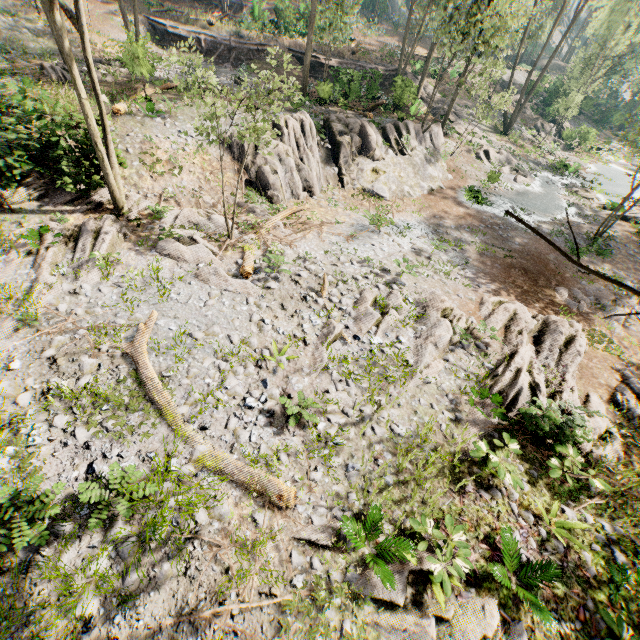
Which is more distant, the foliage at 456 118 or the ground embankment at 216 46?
the ground embankment at 216 46

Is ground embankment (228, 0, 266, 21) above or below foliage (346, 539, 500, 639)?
above

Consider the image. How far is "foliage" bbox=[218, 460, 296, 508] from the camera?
6.80m

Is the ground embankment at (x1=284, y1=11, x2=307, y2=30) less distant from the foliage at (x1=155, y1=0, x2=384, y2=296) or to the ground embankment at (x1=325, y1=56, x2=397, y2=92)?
the foliage at (x1=155, y1=0, x2=384, y2=296)

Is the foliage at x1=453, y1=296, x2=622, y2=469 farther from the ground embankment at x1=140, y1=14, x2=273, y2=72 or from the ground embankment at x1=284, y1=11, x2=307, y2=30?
the ground embankment at x1=284, y1=11, x2=307, y2=30

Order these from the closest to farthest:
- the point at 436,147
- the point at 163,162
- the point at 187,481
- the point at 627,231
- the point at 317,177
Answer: the point at 187,481
the point at 163,162
the point at 317,177
the point at 627,231
the point at 436,147

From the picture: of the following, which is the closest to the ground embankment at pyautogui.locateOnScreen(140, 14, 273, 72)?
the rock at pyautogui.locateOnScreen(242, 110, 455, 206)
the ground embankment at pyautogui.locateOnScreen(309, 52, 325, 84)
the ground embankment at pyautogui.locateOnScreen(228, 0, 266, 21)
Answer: the ground embankment at pyautogui.locateOnScreen(309, 52, 325, 84)

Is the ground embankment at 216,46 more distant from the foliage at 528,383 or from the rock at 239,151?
the rock at 239,151
